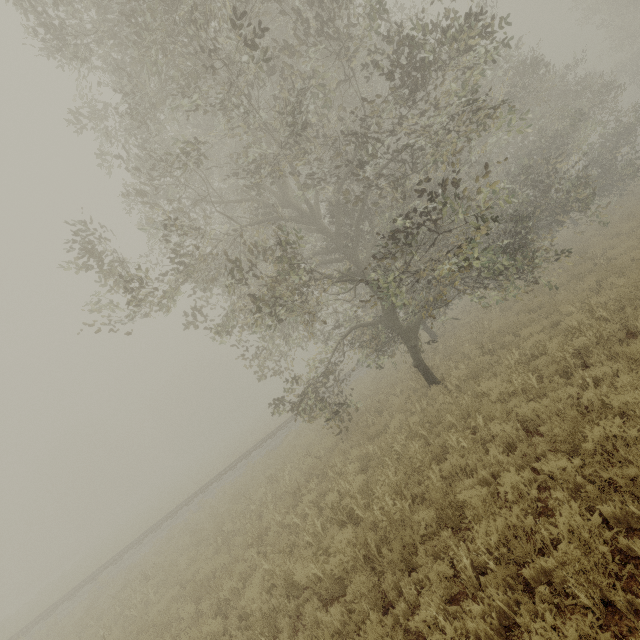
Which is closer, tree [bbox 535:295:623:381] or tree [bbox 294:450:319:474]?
tree [bbox 535:295:623:381]

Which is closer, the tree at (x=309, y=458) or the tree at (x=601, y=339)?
the tree at (x=601, y=339)

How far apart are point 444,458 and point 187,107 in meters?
9.3 m

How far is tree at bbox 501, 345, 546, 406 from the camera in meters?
7.3

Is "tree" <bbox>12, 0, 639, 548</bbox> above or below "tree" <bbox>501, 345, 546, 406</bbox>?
above
